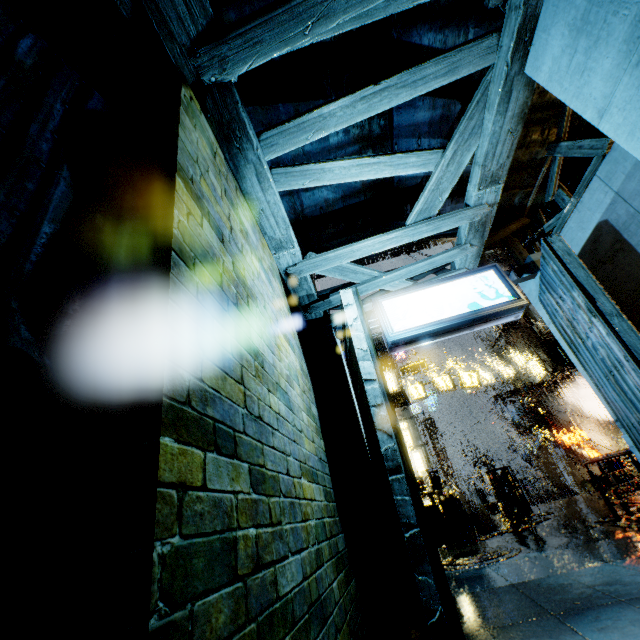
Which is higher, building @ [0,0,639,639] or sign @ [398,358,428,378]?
sign @ [398,358,428,378]

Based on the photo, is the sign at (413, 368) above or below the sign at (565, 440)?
above

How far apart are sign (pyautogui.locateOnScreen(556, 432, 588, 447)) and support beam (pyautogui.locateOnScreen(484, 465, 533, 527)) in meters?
10.4 m

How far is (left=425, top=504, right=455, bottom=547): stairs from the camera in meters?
12.3 m

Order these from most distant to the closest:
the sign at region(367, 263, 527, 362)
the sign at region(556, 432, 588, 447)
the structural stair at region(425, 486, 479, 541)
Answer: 1. the sign at region(556, 432, 588, 447)
2. the structural stair at region(425, 486, 479, 541)
3. the sign at region(367, 263, 527, 362)

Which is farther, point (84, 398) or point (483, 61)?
point (483, 61)

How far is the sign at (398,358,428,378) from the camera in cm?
2559

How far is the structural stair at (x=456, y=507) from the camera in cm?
1220
